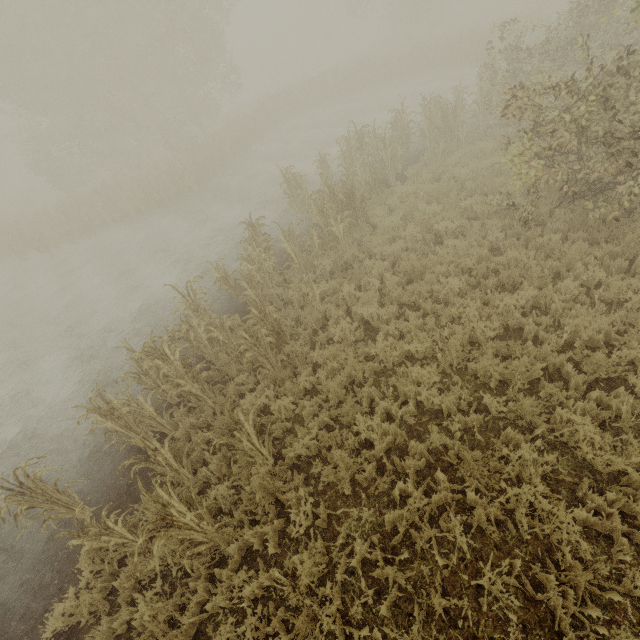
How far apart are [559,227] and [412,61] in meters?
22.4

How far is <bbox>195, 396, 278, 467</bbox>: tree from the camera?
4.7m

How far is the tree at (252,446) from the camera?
4.7m
